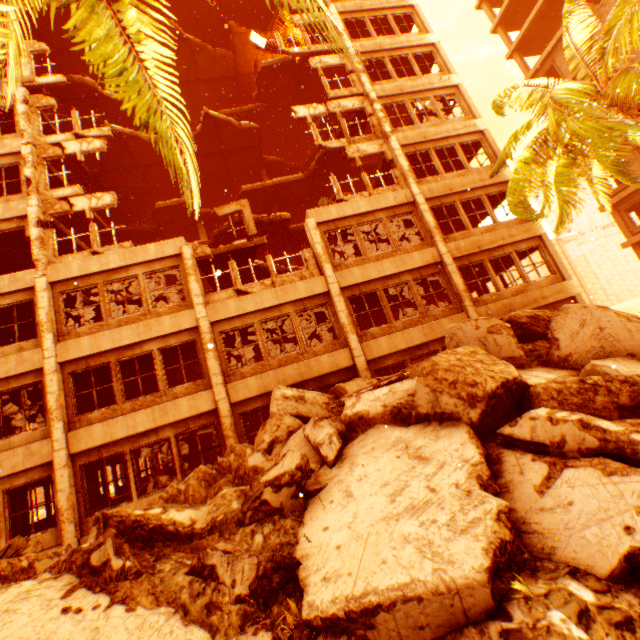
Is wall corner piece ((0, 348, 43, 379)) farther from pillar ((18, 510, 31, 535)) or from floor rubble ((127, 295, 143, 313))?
pillar ((18, 510, 31, 535))

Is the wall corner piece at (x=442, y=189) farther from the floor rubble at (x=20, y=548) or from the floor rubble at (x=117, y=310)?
the floor rubble at (x=20, y=548)

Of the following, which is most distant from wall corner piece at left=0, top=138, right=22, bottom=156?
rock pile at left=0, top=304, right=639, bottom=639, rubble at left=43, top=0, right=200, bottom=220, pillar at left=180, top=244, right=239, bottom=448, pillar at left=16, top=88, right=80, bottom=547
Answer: rock pile at left=0, top=304, right=639, bottom=639

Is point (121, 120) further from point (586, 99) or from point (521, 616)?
point (521, 616)

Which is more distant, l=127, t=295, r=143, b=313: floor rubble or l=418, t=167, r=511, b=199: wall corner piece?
l=127, t=295, r=143, b=313: floor rubble

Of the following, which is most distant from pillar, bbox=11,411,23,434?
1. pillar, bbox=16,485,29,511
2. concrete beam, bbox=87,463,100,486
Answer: concrete beam, bbox=87,463,100,486

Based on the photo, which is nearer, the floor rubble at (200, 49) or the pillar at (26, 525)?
the pillar at (26, 525)

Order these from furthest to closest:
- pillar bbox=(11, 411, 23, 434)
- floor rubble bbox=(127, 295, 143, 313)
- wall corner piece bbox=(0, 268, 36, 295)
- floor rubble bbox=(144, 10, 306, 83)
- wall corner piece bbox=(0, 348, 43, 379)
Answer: floor rubble bbox=(144, 10, 306, 83) → floor rubble bbox=(127, 295, 143, 313) → pillar bbox=(11, 411, 23, 434) → wall corner piece bbox=(0, 268, 36, 295) → wall corner piece bbox=(0, 348, 43, 379)
